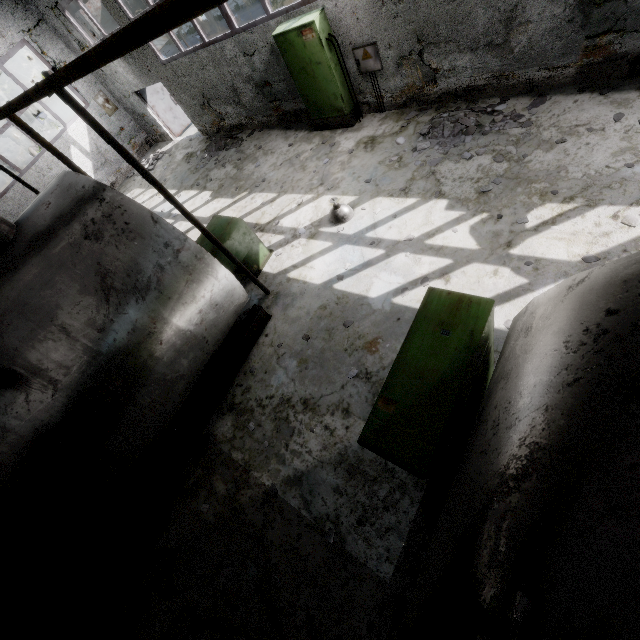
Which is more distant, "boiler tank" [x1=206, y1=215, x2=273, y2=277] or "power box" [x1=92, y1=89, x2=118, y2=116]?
"power box" [x1=92, y1=89, x2=118, y2=116]

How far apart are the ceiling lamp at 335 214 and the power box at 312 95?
3.1m

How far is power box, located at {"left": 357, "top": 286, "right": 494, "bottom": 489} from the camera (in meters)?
2.14

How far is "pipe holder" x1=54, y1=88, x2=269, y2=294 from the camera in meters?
3.8

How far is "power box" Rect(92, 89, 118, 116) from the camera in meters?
13.7 m

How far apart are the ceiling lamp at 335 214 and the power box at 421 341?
4.2 meters

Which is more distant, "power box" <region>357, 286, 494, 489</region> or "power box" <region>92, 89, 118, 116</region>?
"power box" <region>92, 89, 118, 116</region>

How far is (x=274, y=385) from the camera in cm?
588
